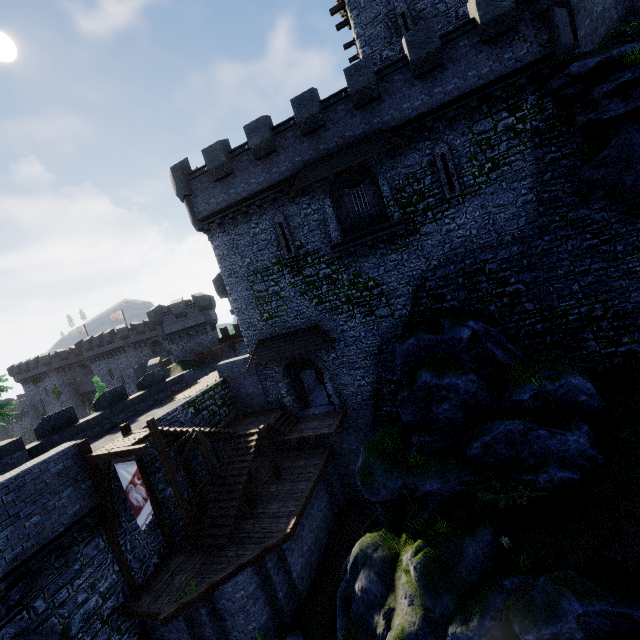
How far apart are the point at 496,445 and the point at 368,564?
7.0 meters

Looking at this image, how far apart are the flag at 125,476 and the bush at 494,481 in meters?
12.1

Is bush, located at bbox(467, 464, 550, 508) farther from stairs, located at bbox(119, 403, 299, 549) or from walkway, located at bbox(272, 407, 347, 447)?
stairs, located at bbox(119, 403, 299, 549)

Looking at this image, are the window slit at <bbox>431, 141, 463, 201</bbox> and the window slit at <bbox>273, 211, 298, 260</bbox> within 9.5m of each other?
yes

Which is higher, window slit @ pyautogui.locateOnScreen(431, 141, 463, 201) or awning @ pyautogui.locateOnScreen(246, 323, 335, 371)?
window slit @ pyautogui.locateOnScreen(431, 141, 463, 201)

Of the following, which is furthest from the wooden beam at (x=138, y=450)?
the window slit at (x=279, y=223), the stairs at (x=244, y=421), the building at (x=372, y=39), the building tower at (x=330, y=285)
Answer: the building at (x=372, y=39)

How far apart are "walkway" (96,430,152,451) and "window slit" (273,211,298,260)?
11.3 meters

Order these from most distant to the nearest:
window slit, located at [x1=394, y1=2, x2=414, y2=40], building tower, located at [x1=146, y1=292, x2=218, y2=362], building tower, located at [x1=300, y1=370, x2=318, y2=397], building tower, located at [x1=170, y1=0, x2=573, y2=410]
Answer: building tower, located at [x1=146, y1=292, x2=218, y2=362]
building tower, located at [x1=300, y1=370, x2=318, y2=397]
window slit, located at [x1=394, y1=2, x2=414, y2=40]
building tower, located at [x1=170, y1=0, x2=573, y2=410]
